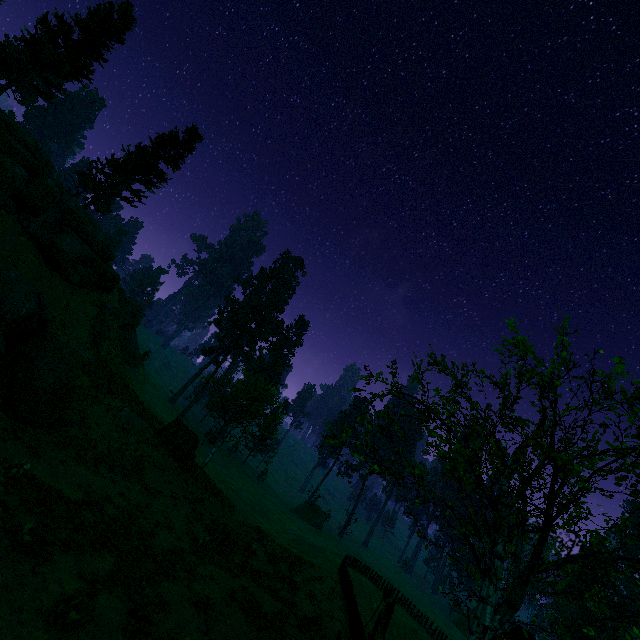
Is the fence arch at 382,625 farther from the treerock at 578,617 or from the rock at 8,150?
the rock at 8,150

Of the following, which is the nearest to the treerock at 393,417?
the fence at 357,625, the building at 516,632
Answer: the building at 516,632

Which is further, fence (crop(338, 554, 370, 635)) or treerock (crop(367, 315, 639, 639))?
fence (crop(338, 554, 370, 635))

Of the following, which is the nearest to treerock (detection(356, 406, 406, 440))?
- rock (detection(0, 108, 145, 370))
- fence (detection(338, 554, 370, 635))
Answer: rock (detection(0, 108, 145, 370))

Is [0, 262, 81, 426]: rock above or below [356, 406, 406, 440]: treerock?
below

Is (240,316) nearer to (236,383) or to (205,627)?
(236,383)

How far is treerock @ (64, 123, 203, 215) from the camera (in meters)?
31.58

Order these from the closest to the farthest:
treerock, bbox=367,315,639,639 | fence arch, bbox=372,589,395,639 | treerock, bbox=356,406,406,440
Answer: treerock, bbox=367,315,639,639
treerock, bbox=356,406,406,440
fence arch, bbox=372,589,395,639
